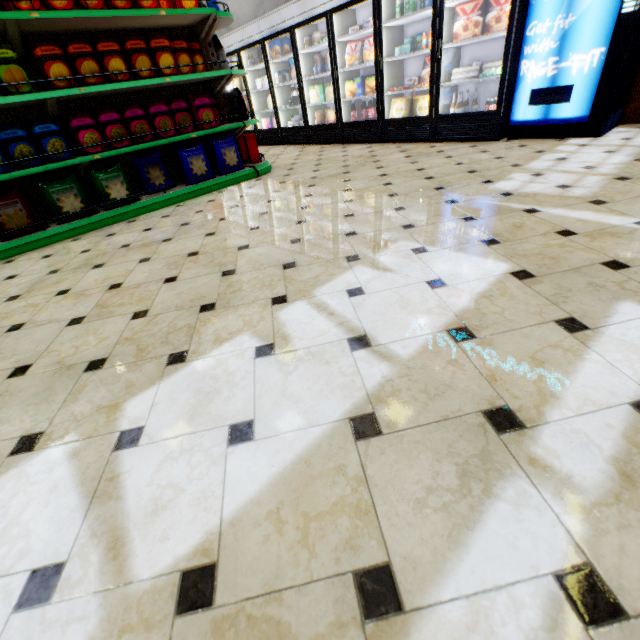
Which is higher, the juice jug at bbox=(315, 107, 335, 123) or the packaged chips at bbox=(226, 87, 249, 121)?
the packaged chips at bbox=(226, 87, 249, 121)

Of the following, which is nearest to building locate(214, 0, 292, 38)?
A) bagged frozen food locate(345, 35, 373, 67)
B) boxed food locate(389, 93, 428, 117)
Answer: boxed food locate(389, 93, 428, 117)

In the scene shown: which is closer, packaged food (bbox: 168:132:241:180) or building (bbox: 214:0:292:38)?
packaged food (bbox: 168:132:241:180)

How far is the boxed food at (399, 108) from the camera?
5.1 meters

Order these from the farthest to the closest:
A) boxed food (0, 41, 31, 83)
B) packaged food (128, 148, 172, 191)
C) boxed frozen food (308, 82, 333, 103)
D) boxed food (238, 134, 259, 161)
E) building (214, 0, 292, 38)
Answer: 1. building (214, 0, 292, 38)
2. boxed frozen food (308, 82, 333, 103)
3. boxed food (238, 134, 259, 161)
4. packaged food (128, 148, 172, 191)
5. boxed food (0, 41, 31, 83)

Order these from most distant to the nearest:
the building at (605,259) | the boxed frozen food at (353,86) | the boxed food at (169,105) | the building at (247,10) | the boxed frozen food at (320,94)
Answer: the building at (247,10) → the boxed frozen food at (320,94) → the boxed frozen food at (353,86) → the boxed food at (169,105) → the building at (605,259)

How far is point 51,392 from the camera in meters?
1.5

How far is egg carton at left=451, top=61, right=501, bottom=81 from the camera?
4.3 meters
